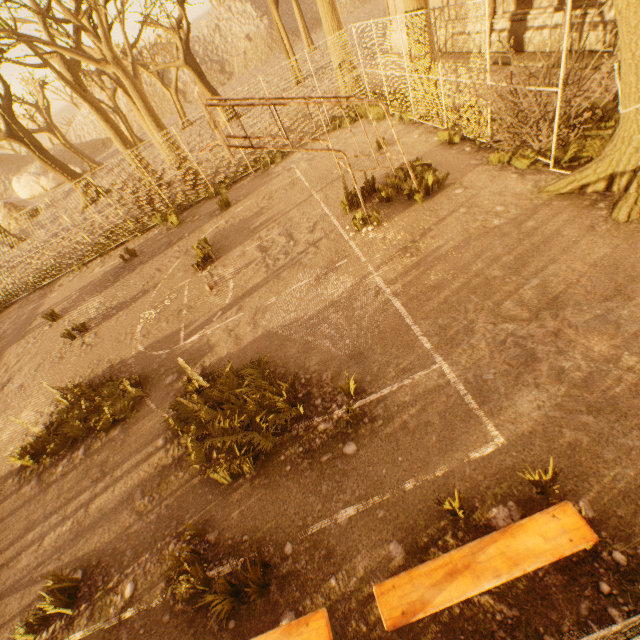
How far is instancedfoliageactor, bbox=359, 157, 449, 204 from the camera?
7.7 meters

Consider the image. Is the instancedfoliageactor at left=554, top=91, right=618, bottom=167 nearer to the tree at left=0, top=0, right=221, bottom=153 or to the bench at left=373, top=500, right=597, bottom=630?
the tree at left=0, top=0, right=221, bottom=153

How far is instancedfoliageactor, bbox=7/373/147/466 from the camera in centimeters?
675cm

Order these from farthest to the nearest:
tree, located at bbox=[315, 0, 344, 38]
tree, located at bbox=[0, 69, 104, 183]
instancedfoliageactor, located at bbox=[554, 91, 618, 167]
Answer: tree, located at bbox=[0, 69, 104, 183]
tree, located at bbox=[315, 0, 344, 38]
instancedfoliageactor, located at bbox=[554, 91, 618, 167]

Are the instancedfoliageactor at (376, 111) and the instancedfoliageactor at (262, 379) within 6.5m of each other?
no

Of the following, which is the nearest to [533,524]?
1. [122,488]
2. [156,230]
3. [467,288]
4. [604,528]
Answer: [604,528]

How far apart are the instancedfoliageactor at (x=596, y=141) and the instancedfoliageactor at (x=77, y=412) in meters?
10.7

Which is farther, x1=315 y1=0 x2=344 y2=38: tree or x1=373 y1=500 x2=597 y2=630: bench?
x1=315 y1=0 x2=344 y2=38: tree
